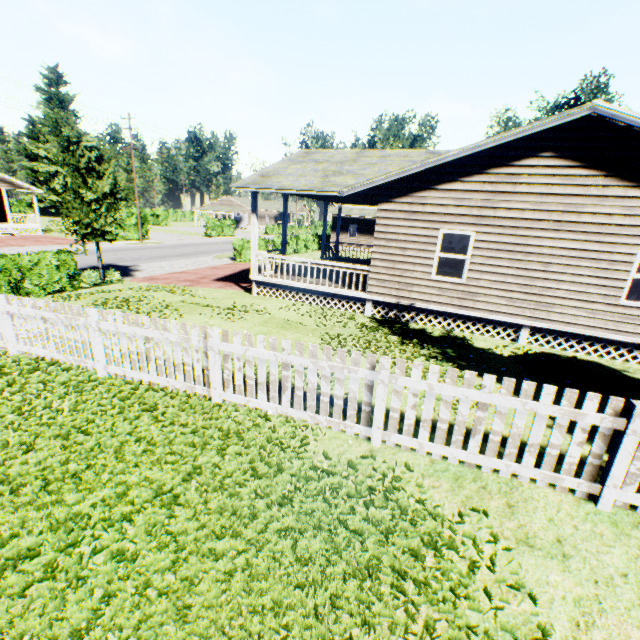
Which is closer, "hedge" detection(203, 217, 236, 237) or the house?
the house

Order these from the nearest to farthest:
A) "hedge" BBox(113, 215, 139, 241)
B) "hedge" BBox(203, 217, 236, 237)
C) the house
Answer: the house < "hedge" BBox(113, 215, 139, 241) < "hedge" BBox(203, 217, 236, 237)

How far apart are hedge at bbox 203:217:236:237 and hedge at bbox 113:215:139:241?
11.9m

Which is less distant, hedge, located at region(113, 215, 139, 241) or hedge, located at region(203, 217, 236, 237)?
hedge, located at region(113, 215, 139, 241)

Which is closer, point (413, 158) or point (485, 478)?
point (485, 478)

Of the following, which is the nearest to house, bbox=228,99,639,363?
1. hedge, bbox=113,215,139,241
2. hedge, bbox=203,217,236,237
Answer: hedge, bbox=113,215,139,241

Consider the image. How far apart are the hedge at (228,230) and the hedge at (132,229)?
11.90m

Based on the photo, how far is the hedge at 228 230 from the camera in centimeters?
4590cm
